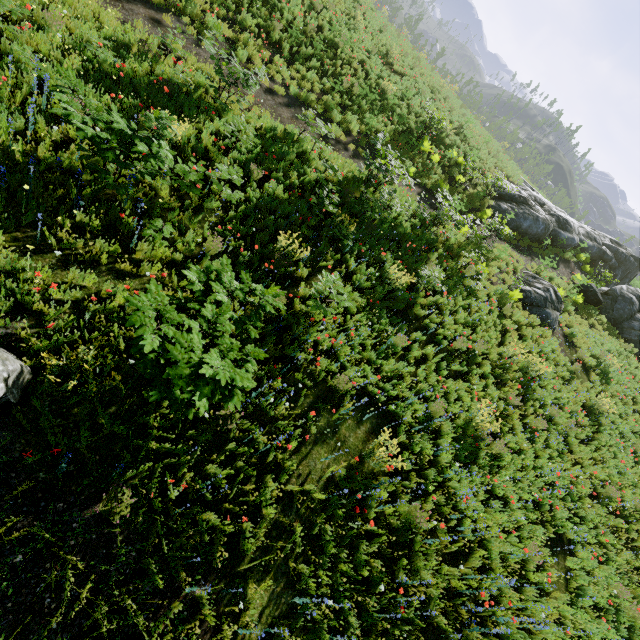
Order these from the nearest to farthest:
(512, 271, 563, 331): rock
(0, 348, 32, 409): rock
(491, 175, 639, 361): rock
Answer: (0, 348, 32, 409): rock → (512, 271, 563, 331): rock → (491, 175, 639, 361): rock

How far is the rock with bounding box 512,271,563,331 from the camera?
13.67m

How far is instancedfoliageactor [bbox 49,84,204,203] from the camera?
4.79m

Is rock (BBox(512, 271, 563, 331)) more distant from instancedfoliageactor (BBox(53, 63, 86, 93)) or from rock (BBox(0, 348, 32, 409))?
rock (BBox(0, 348, 32, 409))

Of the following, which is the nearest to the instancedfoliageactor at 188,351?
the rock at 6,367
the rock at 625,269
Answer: the rock at 6,367

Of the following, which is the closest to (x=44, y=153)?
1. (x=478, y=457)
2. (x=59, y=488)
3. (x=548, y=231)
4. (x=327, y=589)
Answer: (x=59, y=488)

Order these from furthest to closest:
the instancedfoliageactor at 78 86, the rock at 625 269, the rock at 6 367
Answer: the rock at 625 269
the instancedfoliageactor at 78 86
the rock at 6 367
